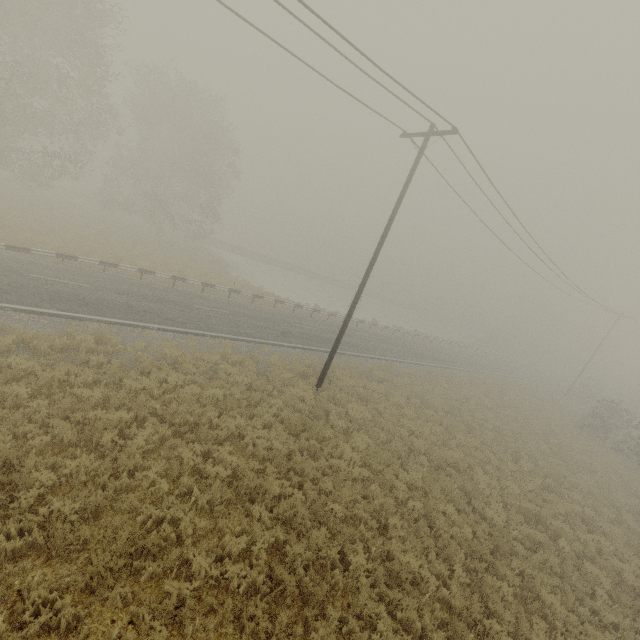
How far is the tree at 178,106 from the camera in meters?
31.2

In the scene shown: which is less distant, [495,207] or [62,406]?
[62,406]

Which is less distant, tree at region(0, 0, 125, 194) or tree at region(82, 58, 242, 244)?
tree at region(0, 0, 125, 194)

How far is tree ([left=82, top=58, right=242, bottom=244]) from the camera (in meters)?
31.19

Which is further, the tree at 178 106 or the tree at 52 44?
the tree at 178 106
